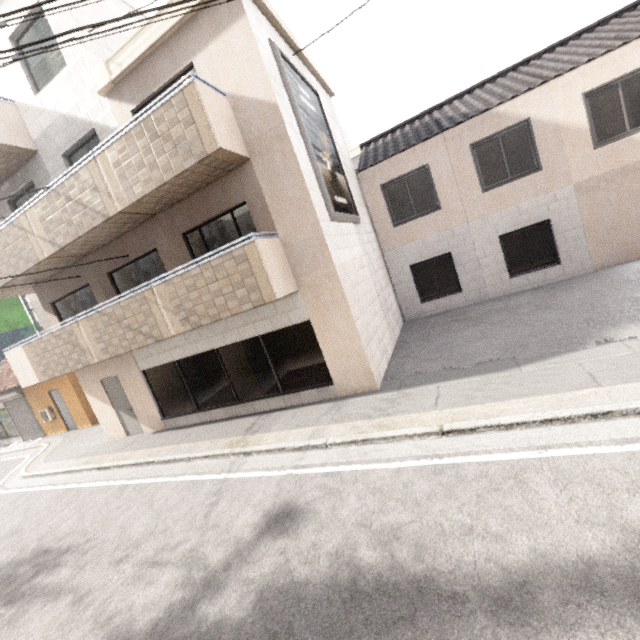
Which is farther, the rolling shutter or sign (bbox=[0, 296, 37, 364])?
the rolling shutter

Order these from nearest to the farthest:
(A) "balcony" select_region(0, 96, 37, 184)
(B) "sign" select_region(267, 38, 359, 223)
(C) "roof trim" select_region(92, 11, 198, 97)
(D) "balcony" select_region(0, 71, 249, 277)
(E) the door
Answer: (D) "balcony" select_region(0, 71, 249, 277), (C) "roof trim" select_region(92, 11, 198, 97), (B) "sign" select_region(267, 38, 359, 223), (A) "balcony" select_region(0, 96, 37, 184), (E) the door

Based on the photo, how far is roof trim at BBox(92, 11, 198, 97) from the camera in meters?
6.6 m

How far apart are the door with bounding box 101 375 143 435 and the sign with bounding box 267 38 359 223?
8.3m

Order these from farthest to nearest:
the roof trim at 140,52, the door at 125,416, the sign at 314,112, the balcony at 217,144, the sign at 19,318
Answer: the sign at 19,318 < the door at 125,416 < the sign at 314,112 < the roof trim at 140,52 < the balcony at 217,144

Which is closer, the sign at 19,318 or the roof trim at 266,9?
the roof trim at 266,9

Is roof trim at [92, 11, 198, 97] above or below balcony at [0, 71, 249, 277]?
above

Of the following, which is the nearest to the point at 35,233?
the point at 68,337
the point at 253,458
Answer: the point at 68,337
